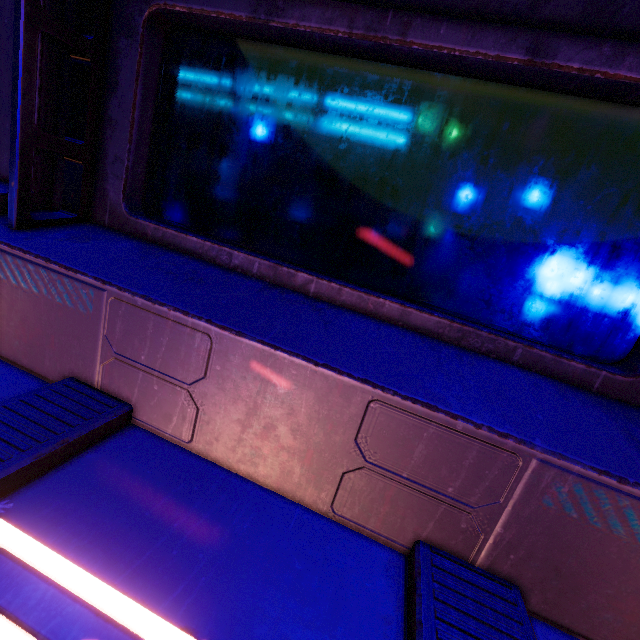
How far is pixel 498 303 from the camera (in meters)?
1.72
